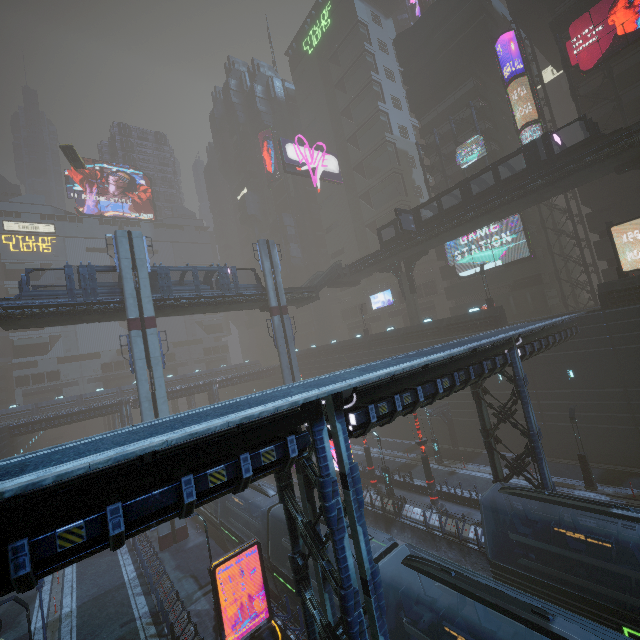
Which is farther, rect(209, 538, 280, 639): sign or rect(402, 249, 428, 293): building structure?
rect(402, 249, 428, 293): building structure

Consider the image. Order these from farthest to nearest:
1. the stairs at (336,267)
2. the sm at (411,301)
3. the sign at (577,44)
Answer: the stairs at (336,267)
the sm at (411,301)
the sign at (577,44)

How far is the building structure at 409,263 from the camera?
40.4m

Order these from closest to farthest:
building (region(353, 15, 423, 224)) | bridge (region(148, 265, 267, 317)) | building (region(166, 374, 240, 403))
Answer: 1. bridge (region(148, 265, 267, 317))
2. building (region(166, 374, 240, 403))
3. building (region(353, 15, 423, 224))

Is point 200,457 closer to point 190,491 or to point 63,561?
point 190,491

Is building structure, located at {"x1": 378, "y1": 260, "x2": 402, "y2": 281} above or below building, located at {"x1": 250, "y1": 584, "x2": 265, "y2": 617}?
above

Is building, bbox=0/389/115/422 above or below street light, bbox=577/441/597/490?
above

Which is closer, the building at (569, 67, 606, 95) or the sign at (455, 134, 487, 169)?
the building at (569, 67, 606, 95)
